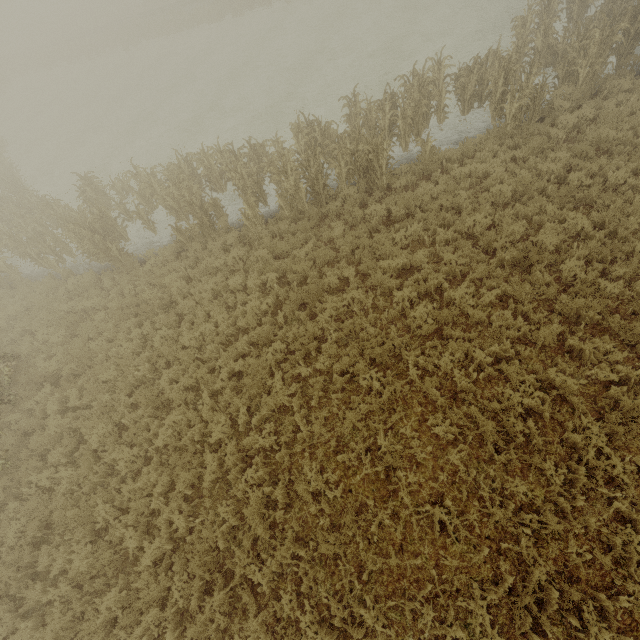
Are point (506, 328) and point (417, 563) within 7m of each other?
yes
